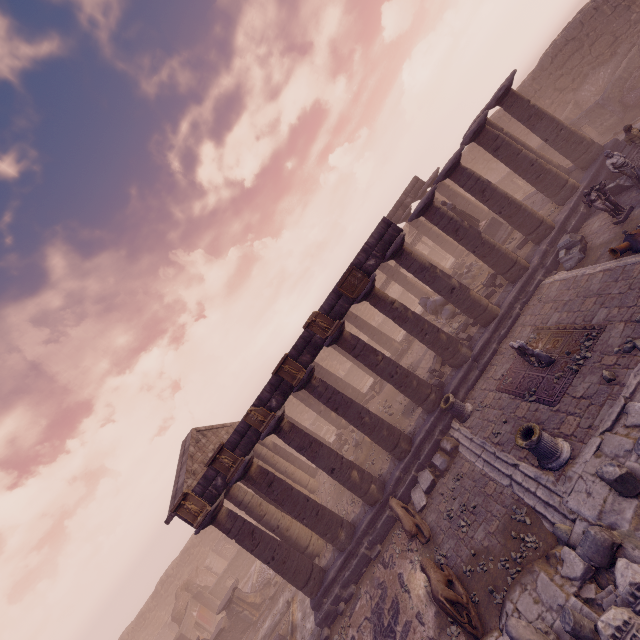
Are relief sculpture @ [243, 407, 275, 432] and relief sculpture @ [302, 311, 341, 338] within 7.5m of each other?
yes

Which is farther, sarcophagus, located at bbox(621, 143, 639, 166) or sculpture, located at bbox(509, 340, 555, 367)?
sarcophagus, located at bbox(621, 143, 639, 166)

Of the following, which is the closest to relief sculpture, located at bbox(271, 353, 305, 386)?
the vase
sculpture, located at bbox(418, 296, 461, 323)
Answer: sculpture, located at bbox(418, 296, 461, 323)

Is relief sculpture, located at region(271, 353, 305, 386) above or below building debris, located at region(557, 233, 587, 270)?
above

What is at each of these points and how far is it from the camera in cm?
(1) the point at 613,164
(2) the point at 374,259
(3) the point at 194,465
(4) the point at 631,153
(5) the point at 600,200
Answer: (1) sculpture, 1178
(2) entablature, 1356
(3) pediment, 1530
(4) sarcophagus, 1318
(5) sculpture, 1157

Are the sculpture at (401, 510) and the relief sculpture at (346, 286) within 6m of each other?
no

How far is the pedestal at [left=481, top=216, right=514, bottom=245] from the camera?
18.4m

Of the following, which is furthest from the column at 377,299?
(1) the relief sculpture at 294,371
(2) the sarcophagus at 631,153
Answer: (2) the sarcophagus at 631,153
